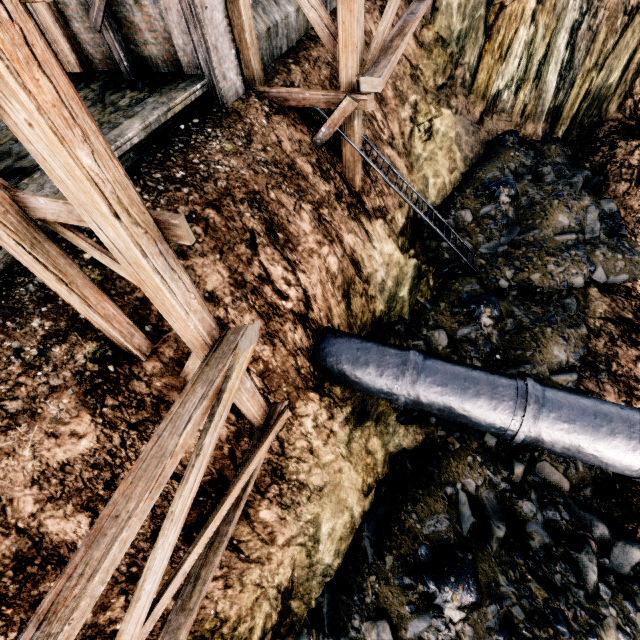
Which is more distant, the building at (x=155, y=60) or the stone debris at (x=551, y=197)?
the stone debris at (x=551, y=197)

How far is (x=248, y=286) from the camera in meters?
7.5

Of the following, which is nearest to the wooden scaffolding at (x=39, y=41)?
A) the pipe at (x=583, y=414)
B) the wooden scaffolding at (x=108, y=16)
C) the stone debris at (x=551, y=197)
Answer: the pipe at (x=583, y=414)

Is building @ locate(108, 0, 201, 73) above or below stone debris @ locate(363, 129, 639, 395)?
above

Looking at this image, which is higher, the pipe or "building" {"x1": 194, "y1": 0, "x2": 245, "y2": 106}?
"building" {"x1": 194, "y1": 0, "x2": 245, "y2": 106}

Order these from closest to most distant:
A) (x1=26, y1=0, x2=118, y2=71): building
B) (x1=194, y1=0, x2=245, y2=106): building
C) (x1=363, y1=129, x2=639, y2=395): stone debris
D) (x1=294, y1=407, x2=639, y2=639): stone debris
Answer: (x1=294, y1=407, x2=639, y2=639): stone debris < (x1=194, y1=0, x2=245, y2=106): building < (x1=26, y1=0, x2=118, y2=71): building < (x1=363, y1=129, x2=639, y2=395): stone debris

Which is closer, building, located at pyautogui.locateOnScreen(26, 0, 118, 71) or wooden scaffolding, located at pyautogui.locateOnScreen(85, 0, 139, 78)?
wooden scaffolding, located at pyautogui.locateOnScreen(85, 0, 139, 78)

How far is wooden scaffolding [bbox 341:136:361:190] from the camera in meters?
10.5
